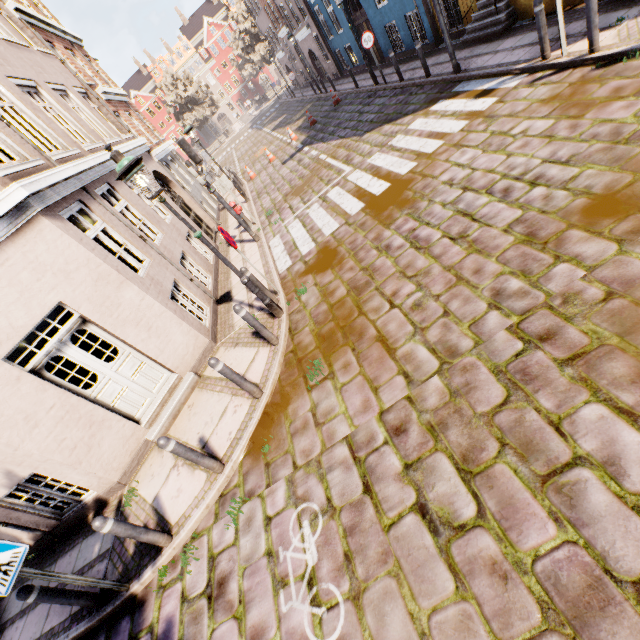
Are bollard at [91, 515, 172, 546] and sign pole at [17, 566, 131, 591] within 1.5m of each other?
yes

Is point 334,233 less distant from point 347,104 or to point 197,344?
point 197,344

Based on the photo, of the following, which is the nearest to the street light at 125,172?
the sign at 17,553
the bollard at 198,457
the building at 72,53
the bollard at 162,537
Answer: the building at 72,53

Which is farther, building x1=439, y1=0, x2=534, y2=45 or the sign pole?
building x1=439, y1=0, x2=534, y2=45

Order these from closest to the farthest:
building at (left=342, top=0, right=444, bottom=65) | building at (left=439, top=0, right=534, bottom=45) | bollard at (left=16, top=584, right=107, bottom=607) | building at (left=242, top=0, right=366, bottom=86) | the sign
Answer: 1. the sign
2. bollard at (left=16, top=584, right=107, bottom=607)
3. building at (left=439, top=0, right=534, bottom=45)
4. building at (left=342, top=0, right=444, bottom=65)
5. building at (left=242, top=0, right=366, bottom=86)

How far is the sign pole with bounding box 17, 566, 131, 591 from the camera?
3.7 meters

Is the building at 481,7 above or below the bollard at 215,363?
below

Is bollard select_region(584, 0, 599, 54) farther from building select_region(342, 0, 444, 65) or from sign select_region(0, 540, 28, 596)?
sign select_region(0, 540, 28, 596)
